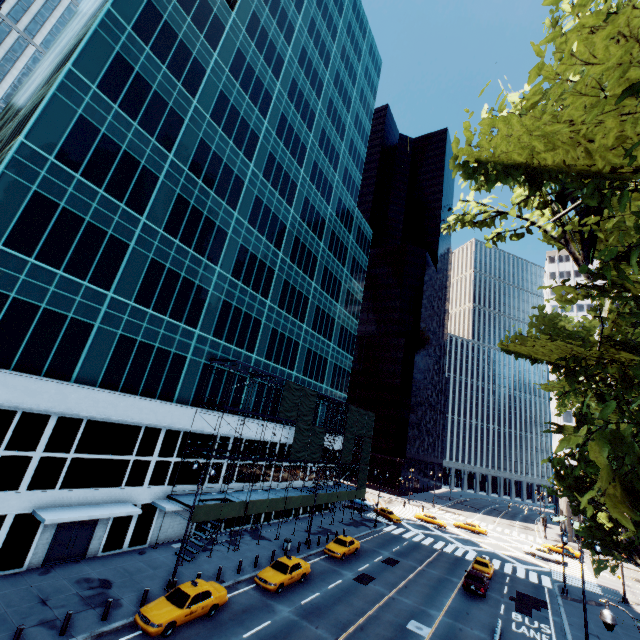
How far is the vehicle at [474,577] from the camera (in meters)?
28.66

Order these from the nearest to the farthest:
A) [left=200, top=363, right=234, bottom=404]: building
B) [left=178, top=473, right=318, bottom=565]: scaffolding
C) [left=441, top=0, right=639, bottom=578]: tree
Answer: [left=441, top=0, right=639, bottom=578]: tree → [left=178, top=473, right=318, bottom=565]: scaffolding → [left=200, top=363, right=234, bottom=404]: building

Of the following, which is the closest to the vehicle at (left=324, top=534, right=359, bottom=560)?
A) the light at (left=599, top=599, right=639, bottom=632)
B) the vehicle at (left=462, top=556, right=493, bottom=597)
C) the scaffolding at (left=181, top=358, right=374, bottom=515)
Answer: the scaffolding at (left=181, top=358, right=374, bottom=515)

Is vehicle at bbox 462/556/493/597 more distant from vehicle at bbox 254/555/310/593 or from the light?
the light

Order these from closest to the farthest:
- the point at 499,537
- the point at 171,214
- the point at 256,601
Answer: the point at 256,601
the point at 171,214
the point at 499,537

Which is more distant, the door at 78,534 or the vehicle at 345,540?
the vehicle at 345,540

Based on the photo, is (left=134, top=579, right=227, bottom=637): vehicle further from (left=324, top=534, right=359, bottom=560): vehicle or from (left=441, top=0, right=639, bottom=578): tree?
(left=441, top=0, right=639, bottom=578): tree

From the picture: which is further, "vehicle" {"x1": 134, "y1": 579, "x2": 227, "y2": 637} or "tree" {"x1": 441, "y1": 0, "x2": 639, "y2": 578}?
"vehicle" {"x1": 134, "y1": 579, "x2": 227, "y2": 637}
